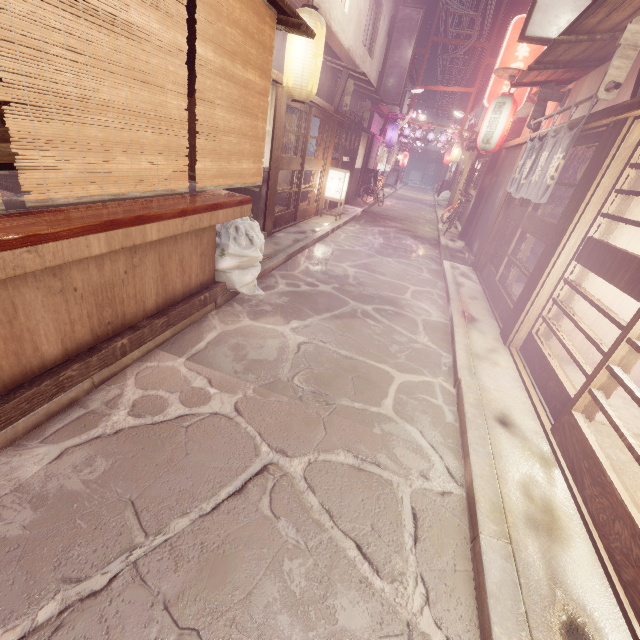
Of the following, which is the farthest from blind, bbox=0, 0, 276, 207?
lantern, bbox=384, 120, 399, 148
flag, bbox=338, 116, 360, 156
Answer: lantern, bbox=384, 120, 399, 148

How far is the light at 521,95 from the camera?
14.6 meters

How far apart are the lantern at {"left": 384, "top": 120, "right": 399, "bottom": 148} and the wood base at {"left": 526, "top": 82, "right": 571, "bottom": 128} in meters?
21.0 m

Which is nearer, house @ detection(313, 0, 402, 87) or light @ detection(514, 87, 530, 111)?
house @ detection(313, 0, 402, 87)

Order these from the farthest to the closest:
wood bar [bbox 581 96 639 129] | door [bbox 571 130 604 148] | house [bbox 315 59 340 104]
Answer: house [bbox 315 59 340 104]
door [bbox 571 130 604 148]
wood bar [bbox 581 96 639 129]

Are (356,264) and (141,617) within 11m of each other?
no

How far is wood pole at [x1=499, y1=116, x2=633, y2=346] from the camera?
6.3 meters

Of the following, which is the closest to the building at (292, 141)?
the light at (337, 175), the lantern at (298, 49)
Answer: the light at (337, 175)
